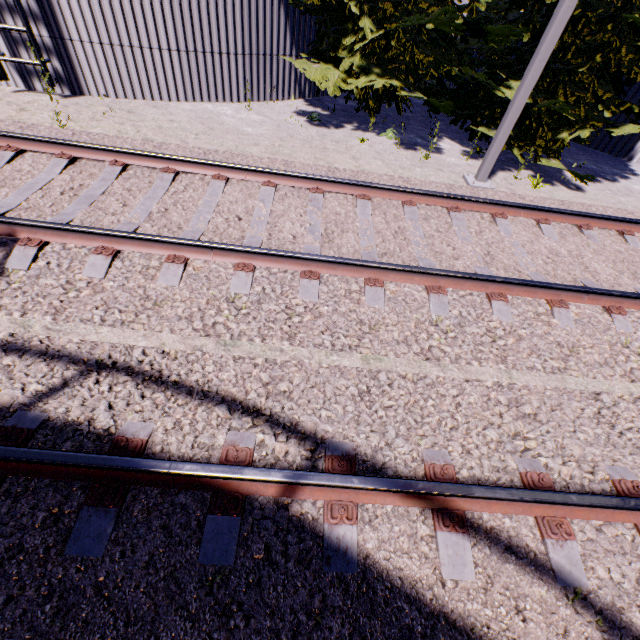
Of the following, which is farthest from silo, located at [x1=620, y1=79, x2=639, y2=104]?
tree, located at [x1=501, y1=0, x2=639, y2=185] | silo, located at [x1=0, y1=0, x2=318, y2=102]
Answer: silo, located at [x1=0, y1=0, x2=318, y2=102]

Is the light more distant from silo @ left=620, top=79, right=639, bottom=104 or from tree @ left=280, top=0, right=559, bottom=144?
silo @ left=620, top=79, right=639, bottom=104

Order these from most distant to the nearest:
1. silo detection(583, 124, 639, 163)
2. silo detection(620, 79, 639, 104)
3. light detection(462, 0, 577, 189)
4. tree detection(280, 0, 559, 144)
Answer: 1. silo detection(583, 124, 639, 163)
2. silo detection(620, 79, 639, 104)
3. tree detection(280, 0, 559, 144)
4. light detection(462, 0, 577, 189)

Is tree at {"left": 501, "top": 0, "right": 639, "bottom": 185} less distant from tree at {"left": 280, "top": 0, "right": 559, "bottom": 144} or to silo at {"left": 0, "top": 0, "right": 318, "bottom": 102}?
tree at {"left": 280, "top": 0, "right": 559, "bottom": 144}

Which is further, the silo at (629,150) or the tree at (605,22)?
the silo at (629,150)

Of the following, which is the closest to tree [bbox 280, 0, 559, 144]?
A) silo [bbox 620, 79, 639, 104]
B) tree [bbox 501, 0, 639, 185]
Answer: tree [bbox 501, 0, 639, 185]

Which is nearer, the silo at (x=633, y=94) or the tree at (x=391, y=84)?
the tree at (x=391, y=84)

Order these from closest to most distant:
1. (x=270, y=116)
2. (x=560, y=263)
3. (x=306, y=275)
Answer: (x=306, y=275) < (x=560, y=263) < (x=270, y=116)
